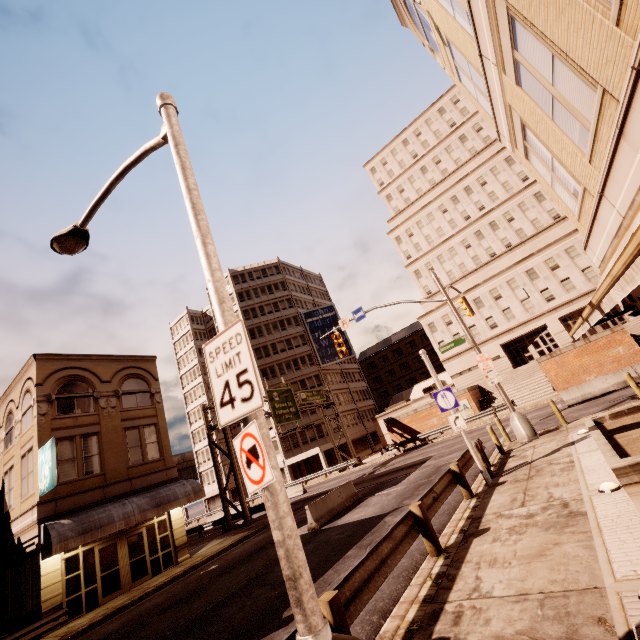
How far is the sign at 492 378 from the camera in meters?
15.3

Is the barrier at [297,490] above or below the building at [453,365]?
below

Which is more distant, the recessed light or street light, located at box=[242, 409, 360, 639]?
the recessed light

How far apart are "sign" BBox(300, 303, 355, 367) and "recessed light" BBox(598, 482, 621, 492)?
47.3m

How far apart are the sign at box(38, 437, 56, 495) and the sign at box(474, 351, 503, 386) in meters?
20.9 m

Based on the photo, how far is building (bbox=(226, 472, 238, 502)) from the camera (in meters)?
53.09

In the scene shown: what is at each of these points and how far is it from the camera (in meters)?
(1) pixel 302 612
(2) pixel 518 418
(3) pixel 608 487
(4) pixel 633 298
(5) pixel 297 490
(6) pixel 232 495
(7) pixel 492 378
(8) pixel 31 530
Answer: Result:
(1) street light, 2.95
(2) traffic light, 14.47
(3) recessed light, 6.50
(4) building, 9.01
(5) barrier, 32.47
(6) building, 53.66
(7) sign, 15.39
(8) building, 15.62

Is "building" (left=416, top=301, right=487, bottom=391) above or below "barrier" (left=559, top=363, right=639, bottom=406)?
above
